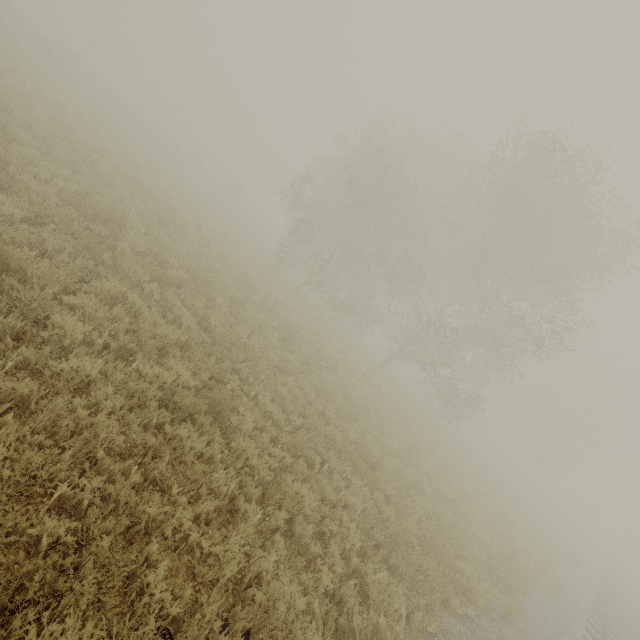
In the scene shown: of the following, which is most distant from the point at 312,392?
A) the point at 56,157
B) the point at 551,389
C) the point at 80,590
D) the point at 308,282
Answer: the point at 551,389
